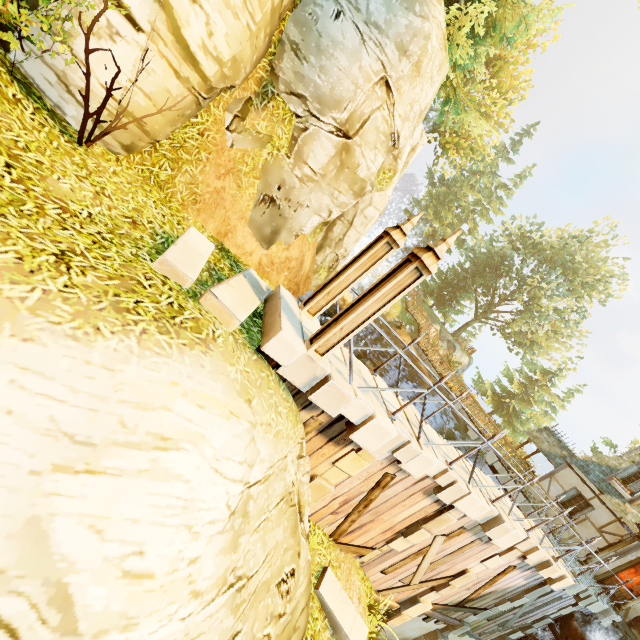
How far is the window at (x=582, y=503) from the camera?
16.4 meters

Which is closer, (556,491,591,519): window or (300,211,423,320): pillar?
(300,211,423,320): pillar

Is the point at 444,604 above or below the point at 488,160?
below

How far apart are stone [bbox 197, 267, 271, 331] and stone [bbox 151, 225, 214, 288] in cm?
19

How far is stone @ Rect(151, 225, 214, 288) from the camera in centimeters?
422cm

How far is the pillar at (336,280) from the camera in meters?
5.6 m

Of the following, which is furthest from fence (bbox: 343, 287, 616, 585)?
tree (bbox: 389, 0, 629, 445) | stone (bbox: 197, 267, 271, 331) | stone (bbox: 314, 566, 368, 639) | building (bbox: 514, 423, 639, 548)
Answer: tree (bbox: 389, 0, 629, 445)

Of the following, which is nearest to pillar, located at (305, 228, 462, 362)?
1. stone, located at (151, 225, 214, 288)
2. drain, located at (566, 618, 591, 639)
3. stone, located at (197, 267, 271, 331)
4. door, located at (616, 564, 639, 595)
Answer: stone, located at (197, 267, 271, 331)
